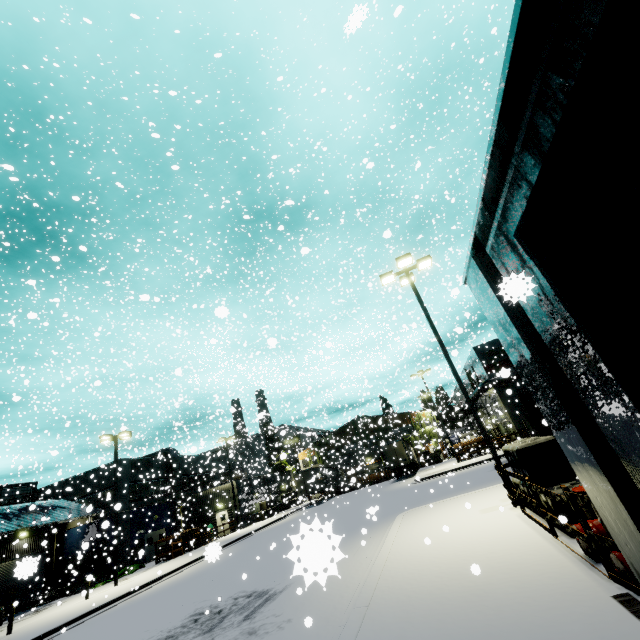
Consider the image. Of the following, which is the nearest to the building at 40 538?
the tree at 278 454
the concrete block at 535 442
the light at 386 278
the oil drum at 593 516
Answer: the tree at 278 454

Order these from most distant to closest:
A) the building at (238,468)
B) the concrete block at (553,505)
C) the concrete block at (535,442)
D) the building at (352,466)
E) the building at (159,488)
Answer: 1. the building at (352,466)
2. the building at (238,468)
3. the building at (159,488)
4. the concrete block at (535,442)
5. the concrete block at (553,505)

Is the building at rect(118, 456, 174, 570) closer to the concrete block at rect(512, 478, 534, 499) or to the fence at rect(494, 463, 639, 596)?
the fence at rect(494, 463, 639, 596)

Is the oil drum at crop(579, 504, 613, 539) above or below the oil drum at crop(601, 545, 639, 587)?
above

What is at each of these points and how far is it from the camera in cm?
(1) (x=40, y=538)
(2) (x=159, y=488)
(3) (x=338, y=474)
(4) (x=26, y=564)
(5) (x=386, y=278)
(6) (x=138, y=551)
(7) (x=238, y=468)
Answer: (1) building, 3102
(2) building, 3722
(3) semi trailer, 5000
(4) roll-up door, 217
(5) light, 1488
(6) electrical box, 3172
(7) building, 5303

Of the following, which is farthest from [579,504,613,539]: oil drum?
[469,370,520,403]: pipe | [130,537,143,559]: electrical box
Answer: [130,537,143,559]: electrical box

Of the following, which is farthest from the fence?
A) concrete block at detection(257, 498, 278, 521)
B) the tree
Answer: the tree

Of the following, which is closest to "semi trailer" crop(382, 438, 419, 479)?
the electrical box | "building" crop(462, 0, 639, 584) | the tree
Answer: "building" crop(462, 0, 639, 584)
